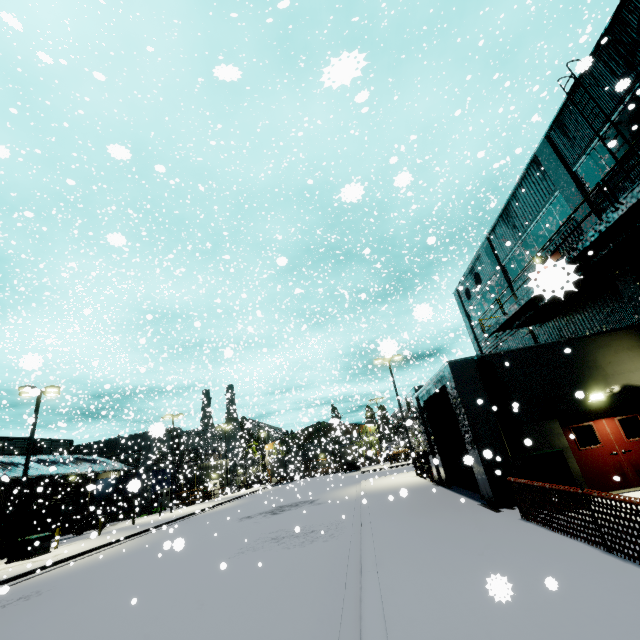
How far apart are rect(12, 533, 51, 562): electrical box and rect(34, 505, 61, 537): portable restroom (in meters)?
13.75

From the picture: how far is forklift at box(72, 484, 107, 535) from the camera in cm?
2823

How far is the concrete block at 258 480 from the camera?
37.3m

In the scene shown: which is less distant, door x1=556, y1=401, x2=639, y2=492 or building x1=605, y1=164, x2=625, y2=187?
door x1=556, y1=401, x2=639, y2=492

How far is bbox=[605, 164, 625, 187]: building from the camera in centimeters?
1249cm

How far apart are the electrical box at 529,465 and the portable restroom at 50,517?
39.85m

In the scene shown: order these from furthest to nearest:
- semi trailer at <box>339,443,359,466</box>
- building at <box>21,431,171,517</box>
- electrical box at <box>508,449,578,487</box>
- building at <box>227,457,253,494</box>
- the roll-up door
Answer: building at <box>227,457,253,494</box>, semi trailer at <box>339,443,359,466</box>, building at <box>21,431,171,517</box>, the roll-up door, electrical box at <box>508,449,578,487</box>

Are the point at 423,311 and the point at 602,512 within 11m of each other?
yes
